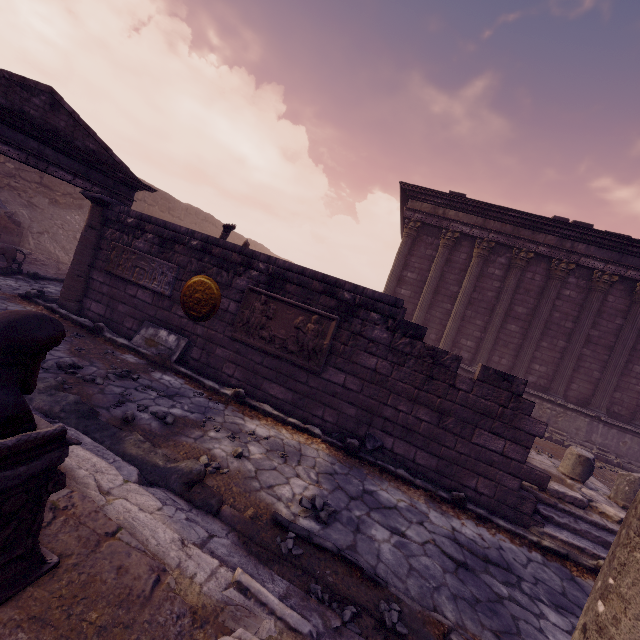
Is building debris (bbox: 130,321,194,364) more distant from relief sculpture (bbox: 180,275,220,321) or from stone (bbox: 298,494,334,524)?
stone (bbox: 298,494,334,524)

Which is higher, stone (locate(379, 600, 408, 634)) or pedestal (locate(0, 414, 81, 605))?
pedestal (locate(0, 414, 81, 605))

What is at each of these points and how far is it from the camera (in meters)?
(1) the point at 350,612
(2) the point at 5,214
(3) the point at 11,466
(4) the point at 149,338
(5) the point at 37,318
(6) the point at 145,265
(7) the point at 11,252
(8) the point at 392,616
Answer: (1) stone, 2.47
(2) building debris, 10.80
(3) pedestal, 1.50
(4) building debris, 6.69
(5) sculpture, 1.56
(6) relief sculpture, 7.00
(7) sculpture, 9.04
(8) stone, 2.66

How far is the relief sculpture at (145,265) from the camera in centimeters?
682cm

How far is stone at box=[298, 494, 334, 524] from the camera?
3.6m

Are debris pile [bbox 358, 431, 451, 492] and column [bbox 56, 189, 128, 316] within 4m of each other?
no

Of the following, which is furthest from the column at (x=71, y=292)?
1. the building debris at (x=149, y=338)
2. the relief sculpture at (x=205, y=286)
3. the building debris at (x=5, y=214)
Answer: the building debris at (x=5, y=214)

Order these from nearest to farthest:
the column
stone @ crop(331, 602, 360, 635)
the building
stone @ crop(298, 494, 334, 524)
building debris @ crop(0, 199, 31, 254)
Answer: stone @ crop(331, 602, 360, 635), stone @ crop(298, 494, 334, 524), the column, building debris @ crop(0, 199, 31, 254), the building
